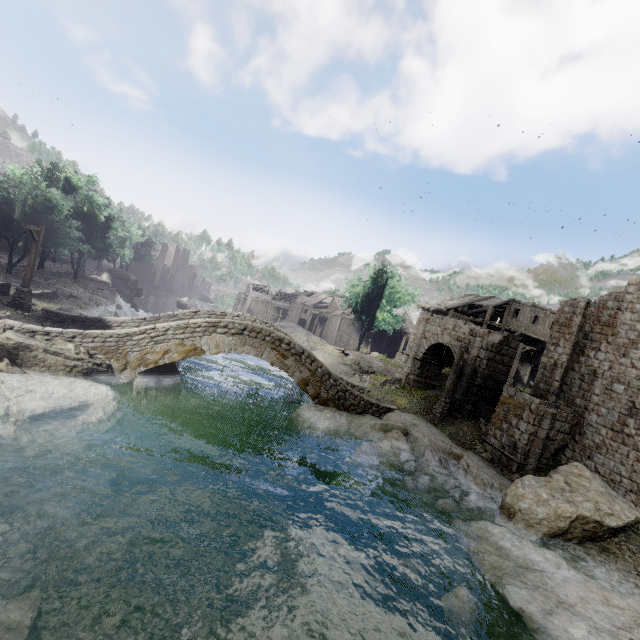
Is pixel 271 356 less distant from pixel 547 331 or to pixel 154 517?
pixel 154 517

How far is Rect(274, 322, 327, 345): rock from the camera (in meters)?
40.41

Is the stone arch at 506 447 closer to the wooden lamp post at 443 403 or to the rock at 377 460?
the wooden lamp post at 443 403

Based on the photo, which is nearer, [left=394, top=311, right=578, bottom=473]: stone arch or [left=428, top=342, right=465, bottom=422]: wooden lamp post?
[left=394, top=311, right=578, bottom=473]: stone arch

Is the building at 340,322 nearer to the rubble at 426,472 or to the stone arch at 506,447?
the stone arch at 506,447

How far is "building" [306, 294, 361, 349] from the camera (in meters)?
50.80

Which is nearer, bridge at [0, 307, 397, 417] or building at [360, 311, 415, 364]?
bridge at [0, 307, 397, 417]

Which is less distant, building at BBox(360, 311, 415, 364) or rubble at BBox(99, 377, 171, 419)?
rubble at BBox(99, 377, 171, 419)
